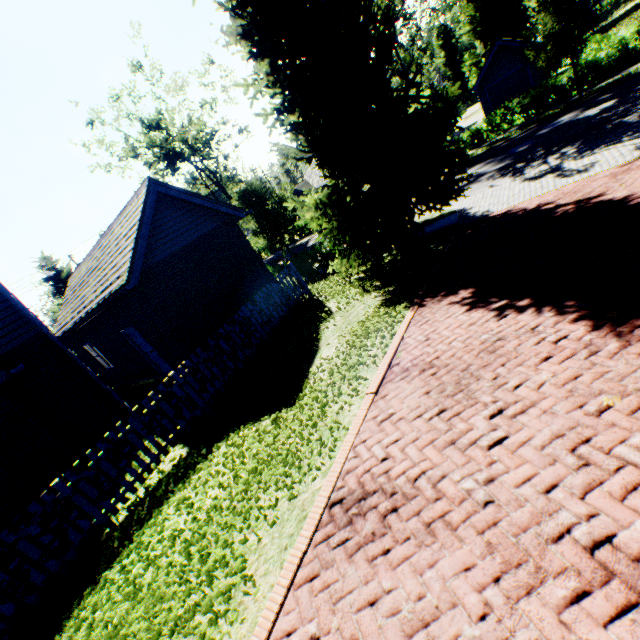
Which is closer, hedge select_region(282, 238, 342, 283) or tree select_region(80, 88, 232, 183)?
hedge select_region(282, 238, 342, 283)

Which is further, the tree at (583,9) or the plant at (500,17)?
the plant at (500,17)

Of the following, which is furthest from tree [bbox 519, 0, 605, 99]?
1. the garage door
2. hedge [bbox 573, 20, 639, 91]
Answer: the garage door

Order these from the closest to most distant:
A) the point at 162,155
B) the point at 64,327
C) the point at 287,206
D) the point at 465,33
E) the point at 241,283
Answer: the point at 241,283 → the point at 64,327 → the point at 287,206 → the point at 162,155 → the point at 465,33

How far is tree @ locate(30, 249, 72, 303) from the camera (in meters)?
29.35

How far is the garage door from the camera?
27.92m

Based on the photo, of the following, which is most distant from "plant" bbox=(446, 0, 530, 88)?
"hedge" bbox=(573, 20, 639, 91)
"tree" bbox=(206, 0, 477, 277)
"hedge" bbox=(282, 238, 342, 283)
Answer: "hedge" bbox=(282, 238, 342, 283)

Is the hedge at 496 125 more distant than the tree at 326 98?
Yes
